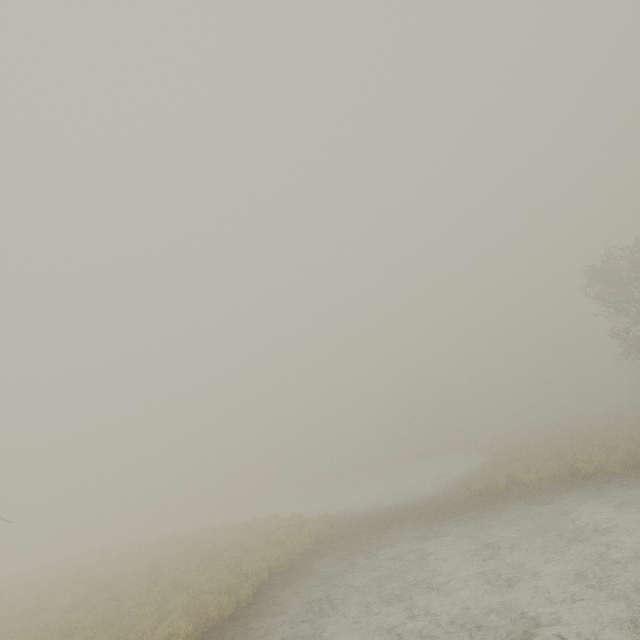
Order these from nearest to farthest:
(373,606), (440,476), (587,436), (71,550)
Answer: (373,606) < (587,436) < (440,476) < (71,550)
